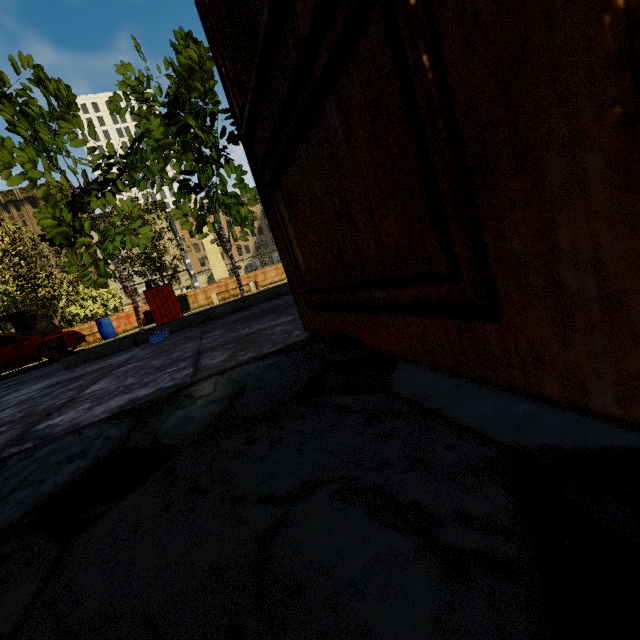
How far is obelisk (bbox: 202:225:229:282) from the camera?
33.1m

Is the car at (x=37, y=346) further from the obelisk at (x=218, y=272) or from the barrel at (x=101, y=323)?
the obelisk at (x=218, y=272)

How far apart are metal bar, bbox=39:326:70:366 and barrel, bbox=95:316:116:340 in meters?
11.2

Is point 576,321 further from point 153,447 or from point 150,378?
point 150,378

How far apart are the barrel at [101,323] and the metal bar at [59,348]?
11.15m

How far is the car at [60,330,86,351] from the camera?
12.14m

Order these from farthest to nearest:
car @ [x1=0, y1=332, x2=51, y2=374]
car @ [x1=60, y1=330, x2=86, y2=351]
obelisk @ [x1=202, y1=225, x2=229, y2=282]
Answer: obelisk @ [x1=202, y1=225, x2=229, y2=282], car @ [x1=60, y1=330, x2=86, y2=351], car @ [x1=0, y1=332, x2=51, y2=374]

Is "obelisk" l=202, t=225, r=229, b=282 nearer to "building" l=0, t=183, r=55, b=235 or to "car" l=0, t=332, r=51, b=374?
"car" l=0, t=332, r=51, b=374
